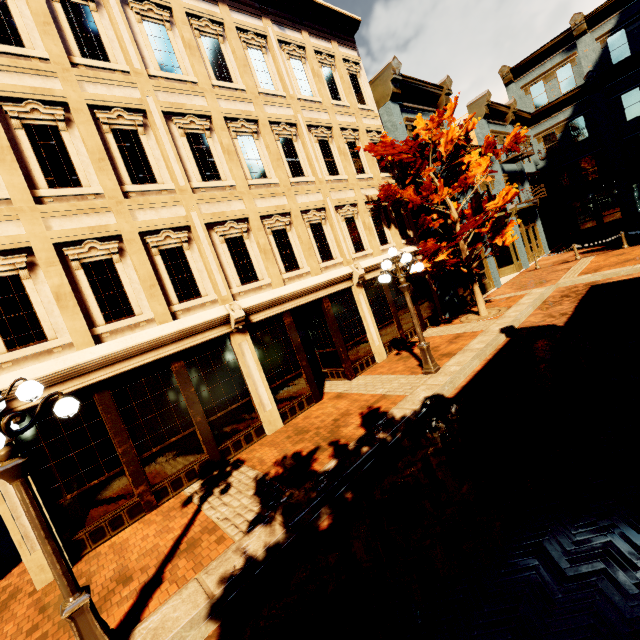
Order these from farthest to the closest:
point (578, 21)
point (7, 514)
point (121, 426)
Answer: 1. point (578, 21)
2. point (121, 426)
3. point (7, 514)

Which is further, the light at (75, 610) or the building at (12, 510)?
the building at (12, 510)

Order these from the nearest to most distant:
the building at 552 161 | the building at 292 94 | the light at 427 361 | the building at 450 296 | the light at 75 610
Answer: the light at 75 610
the building at 292 94
the light at 427 361
the building at 450 296
the building at 552 161

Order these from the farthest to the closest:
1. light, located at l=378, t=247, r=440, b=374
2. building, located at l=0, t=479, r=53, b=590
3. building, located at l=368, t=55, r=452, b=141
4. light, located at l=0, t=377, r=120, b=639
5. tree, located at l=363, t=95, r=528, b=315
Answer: building, located at l=368, t=55, r=452, b=141 < tree, located at l=363, t=95, r=528, b=315 < light, located at l=378, t=247, r=440, b=374 < building, located at l=0, t=479, r=53, b=590 < light, located at l=0, t=377, r=120, b=639

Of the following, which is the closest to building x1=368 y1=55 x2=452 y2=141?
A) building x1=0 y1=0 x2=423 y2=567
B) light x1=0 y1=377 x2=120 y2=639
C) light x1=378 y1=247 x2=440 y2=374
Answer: building x1=0 y1=0 x2=423 y2=567

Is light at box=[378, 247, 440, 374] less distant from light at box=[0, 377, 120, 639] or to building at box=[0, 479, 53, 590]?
building at box=[0, 479, 53, 590]

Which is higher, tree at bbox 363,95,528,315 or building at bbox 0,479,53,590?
tree at bbox 363,95,528,315

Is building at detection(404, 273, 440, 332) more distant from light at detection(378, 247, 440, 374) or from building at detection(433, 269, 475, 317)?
light at detection(378, 247, 440, 374)
